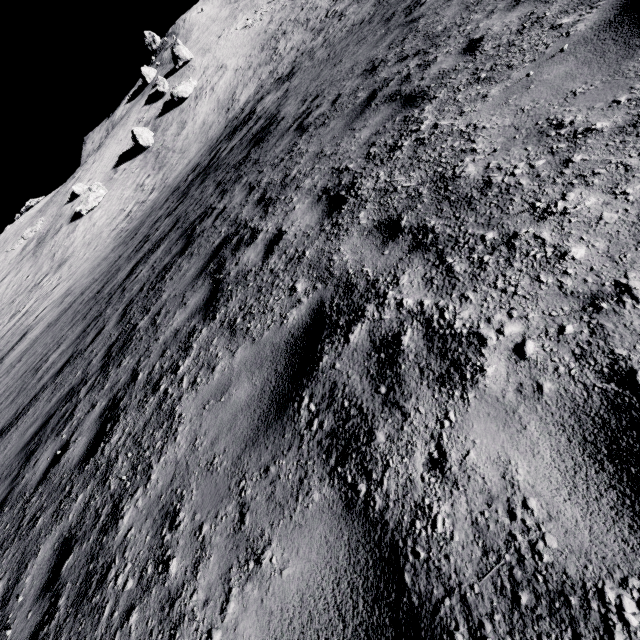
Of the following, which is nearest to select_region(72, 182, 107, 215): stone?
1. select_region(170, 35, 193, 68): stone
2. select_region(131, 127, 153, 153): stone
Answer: select_region(131, 127, 153, 153): stone

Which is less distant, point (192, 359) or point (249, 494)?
point (249, 494)

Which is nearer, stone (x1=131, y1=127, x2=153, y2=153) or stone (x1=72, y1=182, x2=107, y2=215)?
stone (x1=72, y1=182, x2=107, y2=215)

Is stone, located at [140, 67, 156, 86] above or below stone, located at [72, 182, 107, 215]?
above

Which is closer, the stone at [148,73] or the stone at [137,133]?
the stone at [137,133]

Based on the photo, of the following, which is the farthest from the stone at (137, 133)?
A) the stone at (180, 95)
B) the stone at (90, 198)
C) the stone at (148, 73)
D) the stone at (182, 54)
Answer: the stone at (148, 73)

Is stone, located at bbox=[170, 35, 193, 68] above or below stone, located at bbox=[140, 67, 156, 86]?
below

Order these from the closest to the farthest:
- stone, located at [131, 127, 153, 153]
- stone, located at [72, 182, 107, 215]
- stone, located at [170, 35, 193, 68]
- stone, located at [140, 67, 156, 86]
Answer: stone, located at [72, 182, 107, 215] → stone, located at [131, 127, 153, 153] → stone, located at [170, 35, 193, 68] → stone, located at [140, 67, 156, 86]
